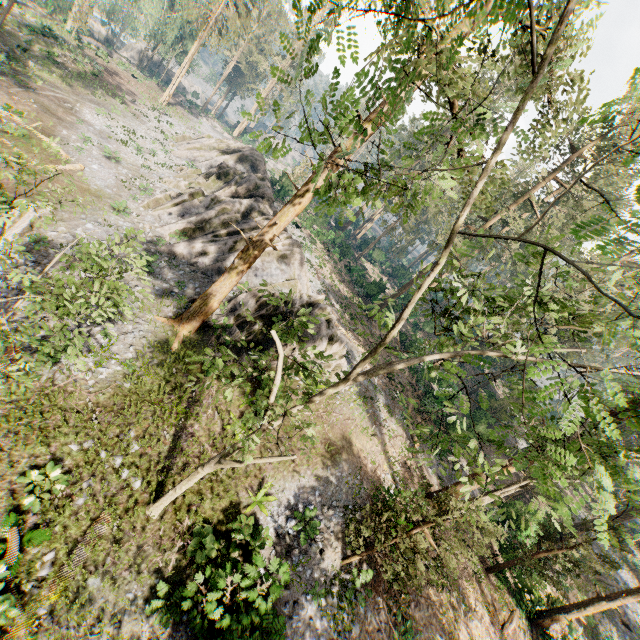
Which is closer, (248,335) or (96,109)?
(248,335)

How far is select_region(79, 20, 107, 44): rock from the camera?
50.3 meters

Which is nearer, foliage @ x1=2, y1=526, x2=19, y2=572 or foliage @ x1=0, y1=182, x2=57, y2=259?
foliage @ x1=0, y1=182, x2=57, y2=259

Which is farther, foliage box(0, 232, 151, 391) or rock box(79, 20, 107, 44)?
rock box(79, 20, 107, 44)

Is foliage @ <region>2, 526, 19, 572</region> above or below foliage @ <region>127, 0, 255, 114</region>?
below

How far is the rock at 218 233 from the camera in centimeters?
2208cm

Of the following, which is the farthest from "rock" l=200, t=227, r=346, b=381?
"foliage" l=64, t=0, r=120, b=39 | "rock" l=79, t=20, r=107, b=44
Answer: "rock" l=79, t=20, r=107, b=44

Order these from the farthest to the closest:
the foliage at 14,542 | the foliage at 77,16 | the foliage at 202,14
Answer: the foliage at 202,14
the foliage at 77,16
the foliage at 14,542
